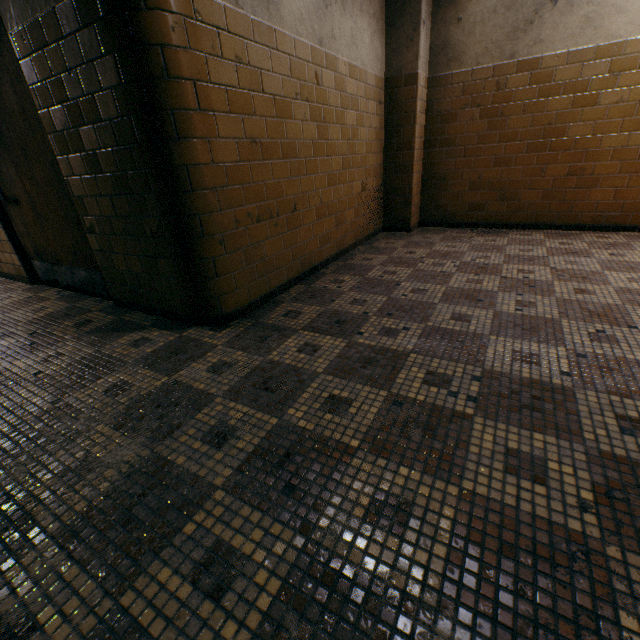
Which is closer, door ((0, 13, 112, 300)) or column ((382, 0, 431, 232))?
door ((0, 13, 112, 300))

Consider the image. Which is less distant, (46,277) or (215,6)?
(215,6)

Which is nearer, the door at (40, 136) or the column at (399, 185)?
the door at (40, 136)
